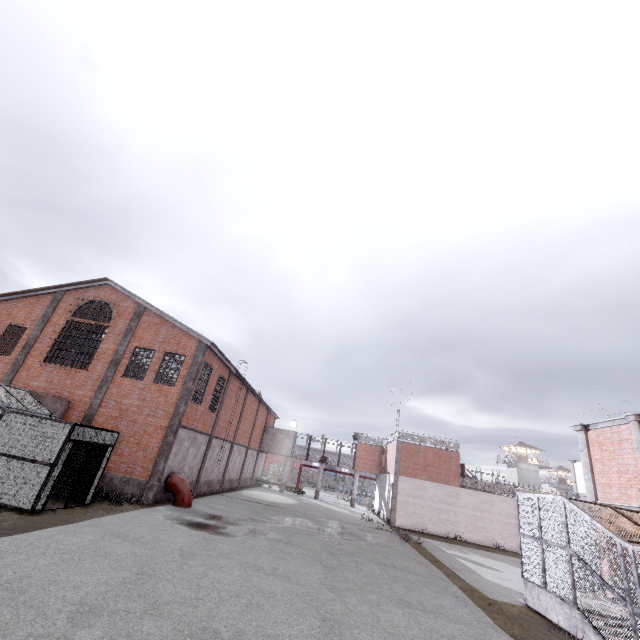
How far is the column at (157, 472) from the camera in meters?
16.7

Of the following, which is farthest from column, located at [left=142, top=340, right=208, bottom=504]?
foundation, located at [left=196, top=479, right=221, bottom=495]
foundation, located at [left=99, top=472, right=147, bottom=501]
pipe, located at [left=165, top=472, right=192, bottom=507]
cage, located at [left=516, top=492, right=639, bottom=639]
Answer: cage, located at [left=516, top=492, right=639, bottom=639]

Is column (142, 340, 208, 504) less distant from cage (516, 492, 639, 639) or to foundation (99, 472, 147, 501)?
foundation (99, 472, 147, 501)

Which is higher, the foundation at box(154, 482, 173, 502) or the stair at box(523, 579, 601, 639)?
the foundation at box(154, 482, 173, 502)

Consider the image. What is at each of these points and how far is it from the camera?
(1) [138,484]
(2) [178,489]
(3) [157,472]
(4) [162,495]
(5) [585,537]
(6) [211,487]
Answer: (1) foundation, 16.8 meters
(2) pipe, 17.7 meters
(3) column, 17.0 meters
(4) foundation, 17.7 meters
(5) cage, 9.9 meters
(6) foundation, 25.2 meters

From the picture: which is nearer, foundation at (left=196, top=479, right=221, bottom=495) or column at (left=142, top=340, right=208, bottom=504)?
column at (left=142, top=340, right=208, bottom=504)

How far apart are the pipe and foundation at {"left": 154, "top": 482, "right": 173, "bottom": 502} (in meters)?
0.05

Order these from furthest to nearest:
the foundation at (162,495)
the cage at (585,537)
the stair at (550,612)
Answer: the foundation at (162,495) → the stair at (550,612) → the cage at (585,537)
